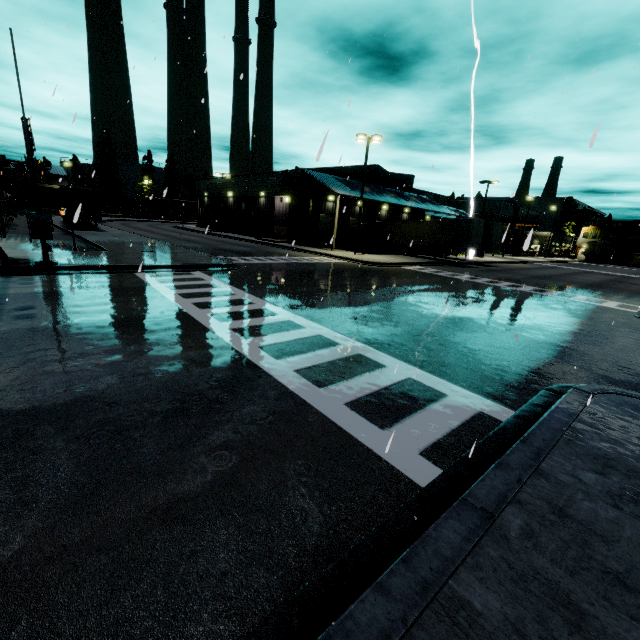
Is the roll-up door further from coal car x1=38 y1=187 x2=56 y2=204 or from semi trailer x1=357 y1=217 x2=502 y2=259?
coal car x1=38 y1=187 x2=56 y2=204

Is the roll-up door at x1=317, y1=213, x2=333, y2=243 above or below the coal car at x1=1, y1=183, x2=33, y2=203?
below

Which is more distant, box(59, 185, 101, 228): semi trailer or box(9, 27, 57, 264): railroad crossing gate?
box(59, 185, 101, 228): semi trailer

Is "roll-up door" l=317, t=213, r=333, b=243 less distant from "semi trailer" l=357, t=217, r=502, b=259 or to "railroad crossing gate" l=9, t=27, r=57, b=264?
"semi trailer" l=357, t=217, r=502, b=259

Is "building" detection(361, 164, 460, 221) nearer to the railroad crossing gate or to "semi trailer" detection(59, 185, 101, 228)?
"semi trailer" detection(59, 185, 101, 228)

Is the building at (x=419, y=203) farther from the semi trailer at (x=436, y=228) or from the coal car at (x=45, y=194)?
the coal car at (x=45, y=194)

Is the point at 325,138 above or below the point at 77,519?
above

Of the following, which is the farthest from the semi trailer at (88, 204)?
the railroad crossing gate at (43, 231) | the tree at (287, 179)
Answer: the railroad crossing gate at (43, 231)
